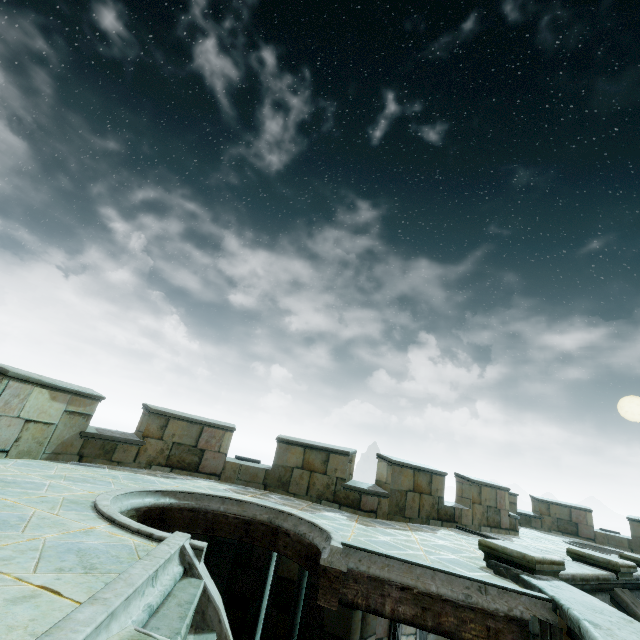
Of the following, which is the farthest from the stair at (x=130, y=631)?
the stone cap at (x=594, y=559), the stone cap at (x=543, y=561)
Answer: the stone cap at (x=594, y=559)

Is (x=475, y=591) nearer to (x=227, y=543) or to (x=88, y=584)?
(x=88, y=584)

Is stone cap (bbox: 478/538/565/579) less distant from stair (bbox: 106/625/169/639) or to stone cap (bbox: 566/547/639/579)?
stone cap (bbox: 566/547/639/579)

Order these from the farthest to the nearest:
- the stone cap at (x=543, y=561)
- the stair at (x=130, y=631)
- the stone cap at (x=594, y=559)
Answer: the stone cap at (x=594, y=559) < the stone cap at (x=543, y=561) < the stair at (x=130, y=631)

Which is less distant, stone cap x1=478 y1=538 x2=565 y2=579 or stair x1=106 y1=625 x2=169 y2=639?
stair x1=106 y1=625 x2=169 y2=639

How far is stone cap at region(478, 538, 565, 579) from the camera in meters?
4.9

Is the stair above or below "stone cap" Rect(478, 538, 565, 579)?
above
